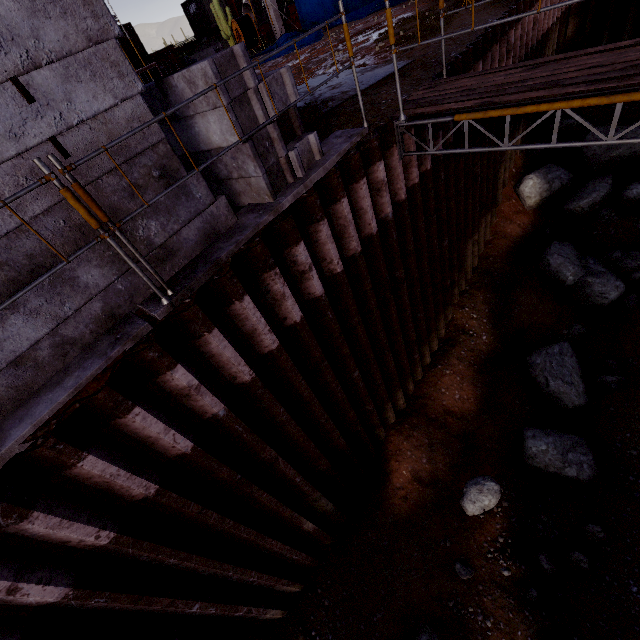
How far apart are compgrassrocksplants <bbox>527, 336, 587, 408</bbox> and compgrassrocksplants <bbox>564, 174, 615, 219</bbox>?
4.09m

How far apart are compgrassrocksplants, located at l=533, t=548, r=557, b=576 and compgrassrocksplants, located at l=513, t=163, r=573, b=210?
8.5 meters

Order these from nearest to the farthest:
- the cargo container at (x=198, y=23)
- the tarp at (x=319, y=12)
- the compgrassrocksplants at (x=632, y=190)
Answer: the compgrassrocksplants at (x=632, y=190) < the tarp at (x=319, y=12) < the cargo container at (x=198, y=23)

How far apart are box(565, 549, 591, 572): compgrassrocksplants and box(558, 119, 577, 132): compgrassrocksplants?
12.04m

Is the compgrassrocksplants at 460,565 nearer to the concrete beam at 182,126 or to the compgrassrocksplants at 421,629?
the compgrassrocksplants at 421,629

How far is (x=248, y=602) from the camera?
5.2 meters

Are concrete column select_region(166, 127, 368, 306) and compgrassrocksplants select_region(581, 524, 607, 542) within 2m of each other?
no

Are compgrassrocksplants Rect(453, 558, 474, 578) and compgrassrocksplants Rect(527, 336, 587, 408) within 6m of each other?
yes
